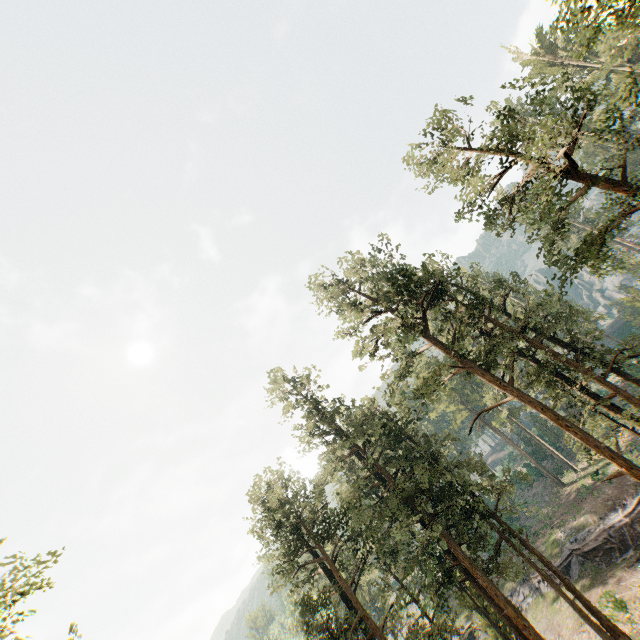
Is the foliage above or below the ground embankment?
above

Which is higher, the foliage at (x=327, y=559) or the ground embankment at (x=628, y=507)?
the foliage at (x=327, y=559)

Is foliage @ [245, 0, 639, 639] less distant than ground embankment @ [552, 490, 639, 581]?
Yes

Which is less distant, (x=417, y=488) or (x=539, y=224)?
(x=539, y=224)

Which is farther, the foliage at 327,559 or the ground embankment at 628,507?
the ground embankment at 628,507
